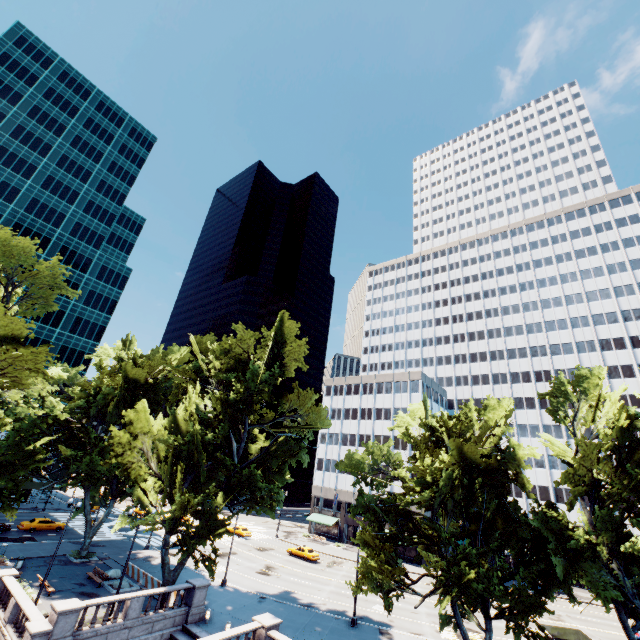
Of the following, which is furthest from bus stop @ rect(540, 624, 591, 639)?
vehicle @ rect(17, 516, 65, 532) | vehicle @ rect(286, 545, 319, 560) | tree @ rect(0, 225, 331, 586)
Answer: vehicle @ rect(17, 516, 65, 532)

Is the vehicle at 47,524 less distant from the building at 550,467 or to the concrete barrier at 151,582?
the concrete barrier at 151,582

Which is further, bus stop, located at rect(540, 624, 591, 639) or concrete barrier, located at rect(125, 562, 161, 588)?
concrete barrier, located at rect(125, 562, 161, 588)

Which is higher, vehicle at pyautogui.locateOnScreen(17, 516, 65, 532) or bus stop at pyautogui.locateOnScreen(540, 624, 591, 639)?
bus stop at pyautogui.locateOnScreen(540, 624, 591, 639)

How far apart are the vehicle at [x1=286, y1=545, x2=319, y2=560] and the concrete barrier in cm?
2306

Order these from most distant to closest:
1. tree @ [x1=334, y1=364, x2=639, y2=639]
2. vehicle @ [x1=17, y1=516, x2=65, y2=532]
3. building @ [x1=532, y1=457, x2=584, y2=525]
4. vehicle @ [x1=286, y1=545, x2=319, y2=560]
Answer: building @ [x1=532, y1=457, x2=584, y2=525], vehicle @ [x1=286, y1=545, x2=319, y2=560], vehicle @ [x1=17, y1=516, x2=65, y2=532], tree @ [x1=334, y1=364, x2=639, y2=639]

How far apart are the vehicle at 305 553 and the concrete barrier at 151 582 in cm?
2306

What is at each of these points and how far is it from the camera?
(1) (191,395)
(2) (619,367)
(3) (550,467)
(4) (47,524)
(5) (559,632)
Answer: (1) tree, 30.5 meters
(2) building, 59.8 meters
(3) building, 59.8 meters
(4) vehicle, 42.9 meters
(5) bus stop, 25.8 meters
